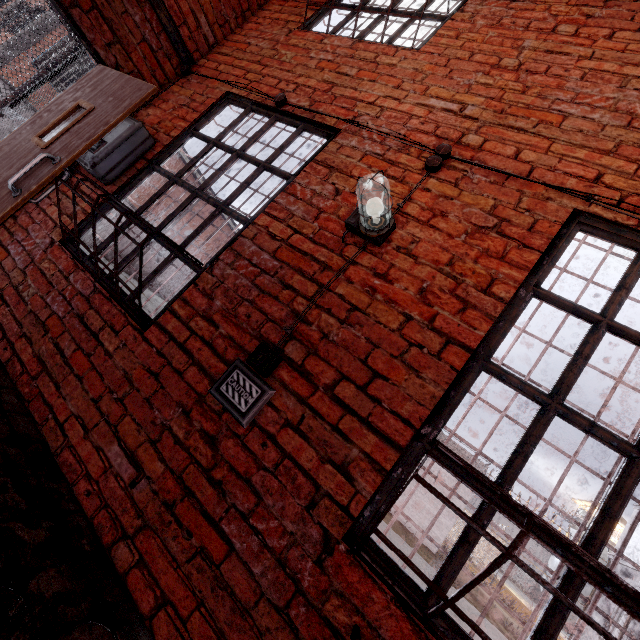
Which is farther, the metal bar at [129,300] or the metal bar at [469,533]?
the metal bar at [129,300]

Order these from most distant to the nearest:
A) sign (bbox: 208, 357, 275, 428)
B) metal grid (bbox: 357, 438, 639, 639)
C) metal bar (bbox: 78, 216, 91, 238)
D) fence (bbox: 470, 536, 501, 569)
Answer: fence (bbox: 470, 536, 501, 569) < metal bar (bbox: 78, 216, 91, 238) < sign (bbox: 208, 357, 275, 428) < metal grid (bbox: 357, 438, 639, 639)

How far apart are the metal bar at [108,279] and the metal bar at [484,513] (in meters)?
0.92

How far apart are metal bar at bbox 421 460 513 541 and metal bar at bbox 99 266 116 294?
0.92m

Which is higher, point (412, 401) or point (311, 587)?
point (412, 401)

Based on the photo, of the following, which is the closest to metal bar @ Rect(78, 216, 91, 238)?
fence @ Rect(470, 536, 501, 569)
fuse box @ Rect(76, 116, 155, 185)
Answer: fuse box @ Rect(76, 116, 155, 185)

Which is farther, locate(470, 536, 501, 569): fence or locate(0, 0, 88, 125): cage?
locate(470, 536, 501, 569): fence

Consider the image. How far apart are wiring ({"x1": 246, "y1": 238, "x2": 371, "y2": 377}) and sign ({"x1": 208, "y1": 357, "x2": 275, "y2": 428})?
0.1m
